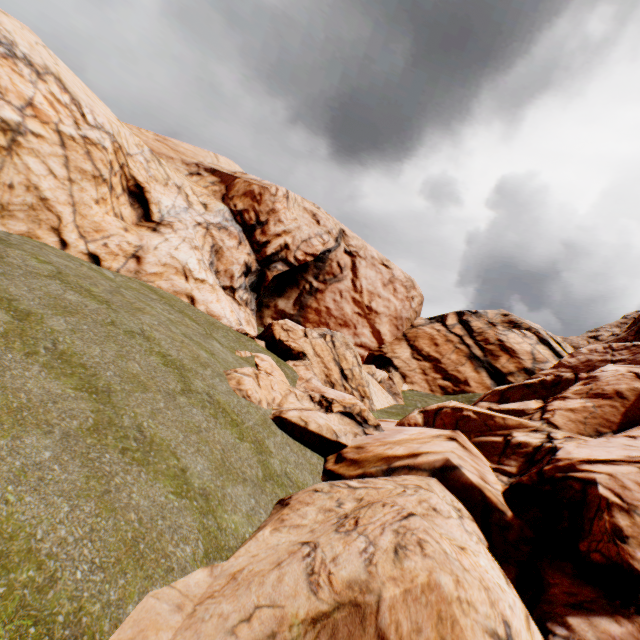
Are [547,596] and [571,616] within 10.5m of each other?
yes
